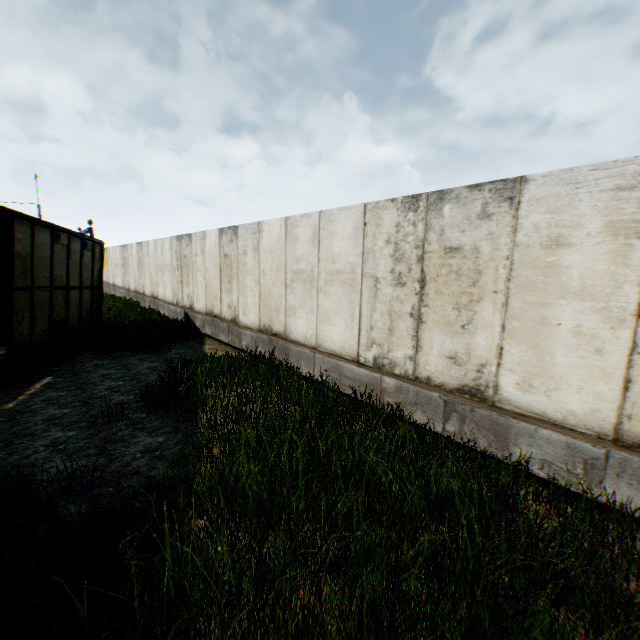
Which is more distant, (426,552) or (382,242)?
(382,242)
